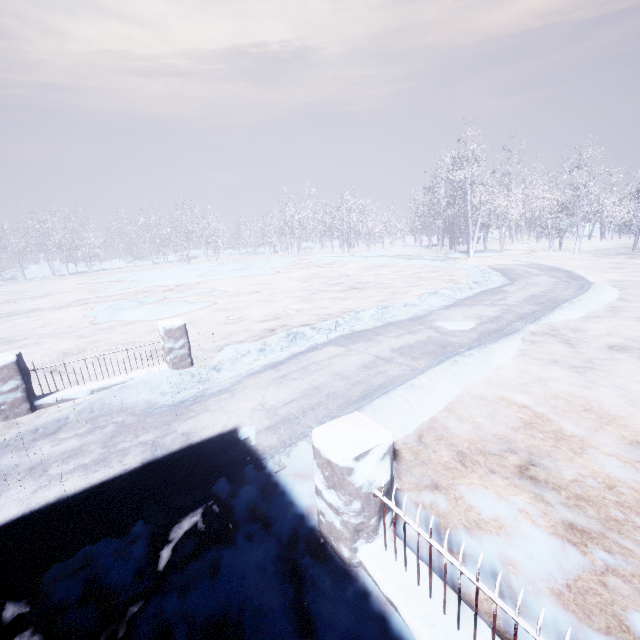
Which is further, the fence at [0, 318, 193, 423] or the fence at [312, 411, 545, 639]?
the fence at [0, 318, 193, 423]

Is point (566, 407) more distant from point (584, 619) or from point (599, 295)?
point (599, 295)

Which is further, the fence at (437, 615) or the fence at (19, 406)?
the fence at (19, 406)
